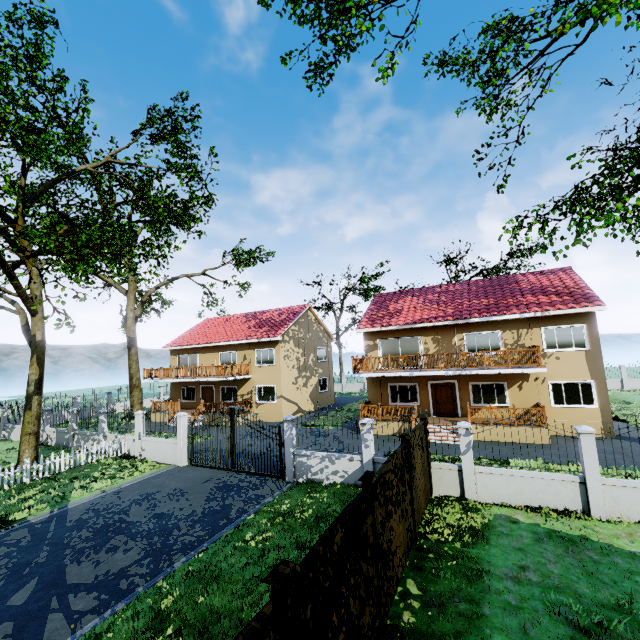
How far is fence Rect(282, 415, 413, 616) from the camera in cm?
614

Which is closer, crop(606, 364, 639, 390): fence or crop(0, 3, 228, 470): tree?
crop(0, 3, 228, 470): tree

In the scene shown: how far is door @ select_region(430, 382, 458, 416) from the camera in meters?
19.8 m

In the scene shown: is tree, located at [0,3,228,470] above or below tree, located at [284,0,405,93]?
below

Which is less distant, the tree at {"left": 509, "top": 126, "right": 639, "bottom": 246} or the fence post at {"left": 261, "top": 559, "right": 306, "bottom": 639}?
the fence post at {"left": 261, "top": 559, "right": 306, "bottom": 639}

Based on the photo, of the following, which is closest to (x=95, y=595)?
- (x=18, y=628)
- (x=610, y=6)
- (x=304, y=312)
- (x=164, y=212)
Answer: (x=18, y=628)

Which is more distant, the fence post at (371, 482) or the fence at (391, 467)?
the fence at (391, 467)

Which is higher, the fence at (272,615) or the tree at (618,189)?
the tree at (618,189)
